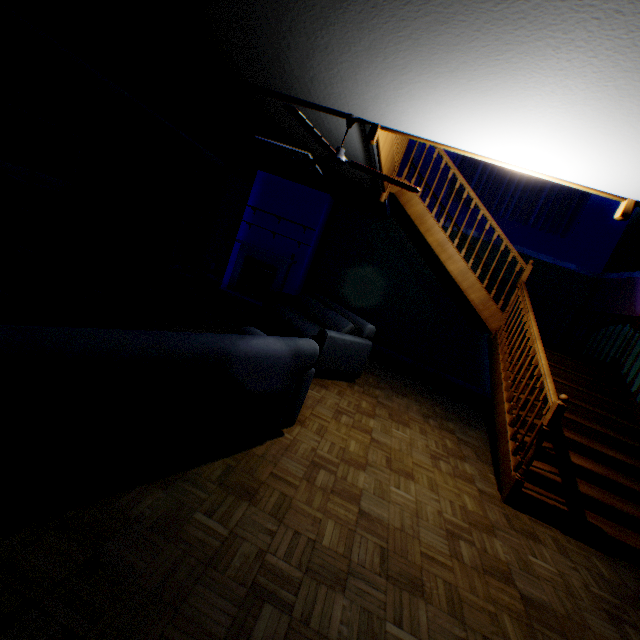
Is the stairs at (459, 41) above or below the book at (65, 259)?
above

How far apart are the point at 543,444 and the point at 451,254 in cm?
335

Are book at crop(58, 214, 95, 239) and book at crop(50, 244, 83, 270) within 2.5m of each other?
yes

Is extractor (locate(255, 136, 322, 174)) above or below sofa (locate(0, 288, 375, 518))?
above

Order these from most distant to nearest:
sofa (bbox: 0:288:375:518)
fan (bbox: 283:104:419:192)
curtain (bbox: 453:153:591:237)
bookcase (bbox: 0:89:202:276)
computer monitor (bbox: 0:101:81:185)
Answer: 1. curtain (bbox: 453:153:591:237)
2. bookcase (bbox: 0:89:202:276)
3. computer monitor (bbox: 0:101:81:185)
4. fan (bbox: 283:104:419:192)
5. sofa (bbox: 0:288:375:518)

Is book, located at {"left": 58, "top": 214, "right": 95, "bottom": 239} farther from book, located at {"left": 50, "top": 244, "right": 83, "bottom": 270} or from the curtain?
the curtain

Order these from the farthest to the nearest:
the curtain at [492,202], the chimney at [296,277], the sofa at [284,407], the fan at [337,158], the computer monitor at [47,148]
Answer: the chimney at [296,277]
the curtain at [492,202]
the computer monitor at [47,148]
the fan at [337,158]
the sofa at [284,407]

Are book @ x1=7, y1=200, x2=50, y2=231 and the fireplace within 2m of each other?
no
